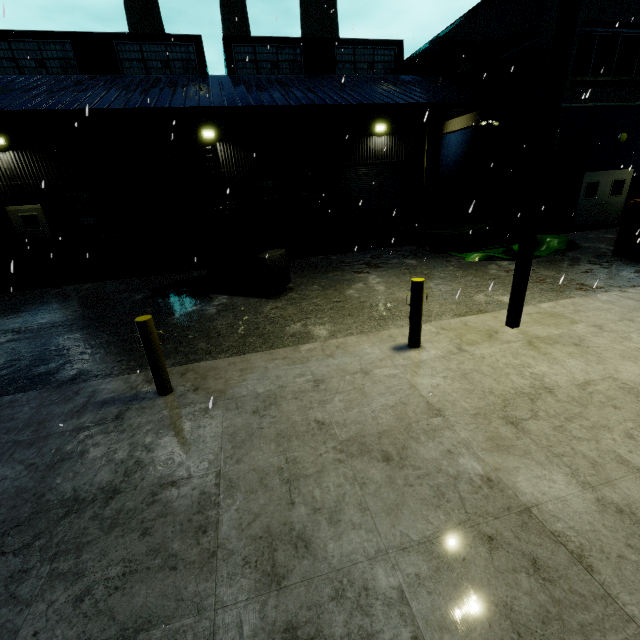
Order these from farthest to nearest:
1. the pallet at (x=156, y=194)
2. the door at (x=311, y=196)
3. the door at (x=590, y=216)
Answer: the door at (x=311, y=196), the door at (x=590, y=216), the pallet at (x=156, y=194)

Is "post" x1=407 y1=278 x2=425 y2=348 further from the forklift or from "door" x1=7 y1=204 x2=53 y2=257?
"door" x1=7 y1=204 x2=53 y2=257

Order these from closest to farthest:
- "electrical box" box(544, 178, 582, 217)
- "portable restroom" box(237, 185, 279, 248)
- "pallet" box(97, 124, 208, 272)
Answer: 1. "pallet" box(97, 124, 208, 272)
2. "portable restroom" box(237, 185, 279, 248)
3. "electrical box" box(544, 178, 582, 217)

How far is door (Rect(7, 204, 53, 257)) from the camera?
15.8 meters

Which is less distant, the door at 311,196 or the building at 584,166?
the building at 584,166

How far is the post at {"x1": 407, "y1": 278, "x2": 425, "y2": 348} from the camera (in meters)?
5.06

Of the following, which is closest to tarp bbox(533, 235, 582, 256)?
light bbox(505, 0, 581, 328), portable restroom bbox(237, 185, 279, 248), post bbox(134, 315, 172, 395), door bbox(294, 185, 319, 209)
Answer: light bbox(505, 0, 581, 328)

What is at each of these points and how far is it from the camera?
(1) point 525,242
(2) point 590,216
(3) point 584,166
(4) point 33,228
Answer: (1) light, 5.3 meters
(2) door, 15.4 meters
(3) building, 14.3 meters
(4) door, 16.2 meters
